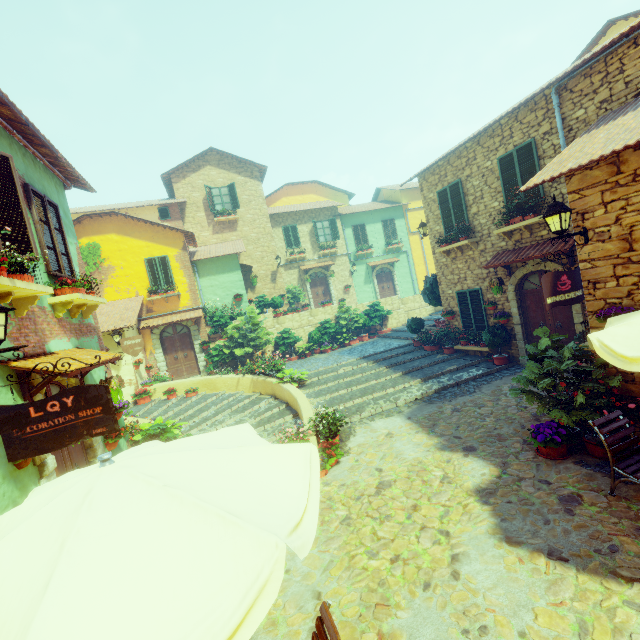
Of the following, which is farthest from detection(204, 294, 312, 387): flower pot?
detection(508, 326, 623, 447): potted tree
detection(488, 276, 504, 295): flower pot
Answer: detection(508, 326, 623, 447): potted tree

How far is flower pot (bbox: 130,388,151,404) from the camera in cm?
1295

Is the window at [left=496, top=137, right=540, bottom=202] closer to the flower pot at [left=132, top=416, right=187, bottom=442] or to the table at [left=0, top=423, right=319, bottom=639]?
the table at [left=0, top=423, right=319, bottom=639]

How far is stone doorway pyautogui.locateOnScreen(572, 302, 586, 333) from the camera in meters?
8.4

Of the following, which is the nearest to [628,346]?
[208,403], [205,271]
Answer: [208,403]

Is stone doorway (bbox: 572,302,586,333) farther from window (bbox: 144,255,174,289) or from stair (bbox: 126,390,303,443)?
window (bbox: 144,255,174,289)

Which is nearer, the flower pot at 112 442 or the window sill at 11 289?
the window sill at 11 289

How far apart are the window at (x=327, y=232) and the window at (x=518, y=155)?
14.5m
